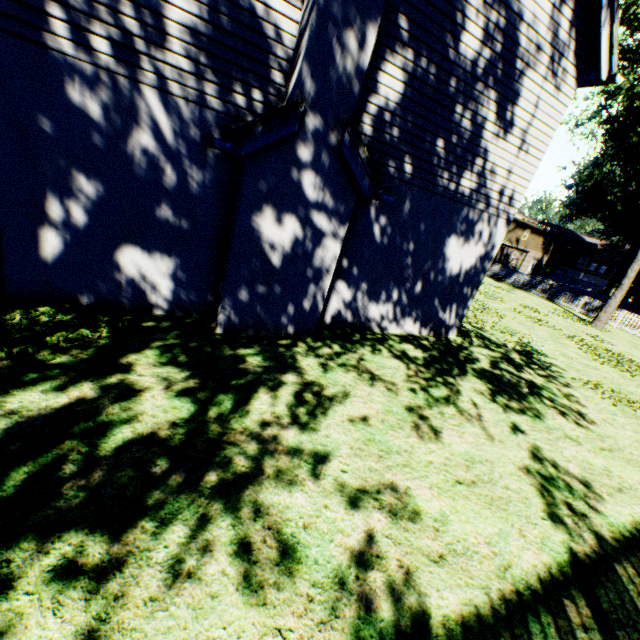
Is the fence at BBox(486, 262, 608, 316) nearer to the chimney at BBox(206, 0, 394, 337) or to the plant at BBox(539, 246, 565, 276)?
the plant at BBox(539, 246, 565, 276)

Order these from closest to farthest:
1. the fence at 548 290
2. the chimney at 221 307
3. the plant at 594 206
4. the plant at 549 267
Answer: the chimney at 221 307
the plant at 594 206
the fence at 548 290
the plant at 549 267

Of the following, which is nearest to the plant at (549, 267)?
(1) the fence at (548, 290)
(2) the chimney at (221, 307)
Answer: (1) the fence at (548, 290)

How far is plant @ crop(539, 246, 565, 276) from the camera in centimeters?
5209cm

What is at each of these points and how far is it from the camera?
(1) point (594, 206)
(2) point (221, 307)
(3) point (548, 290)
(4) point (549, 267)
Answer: (1) plant, 42.1 meters
(2) chimney, 5.8 meters
(3) fence, 25.8 meters
(4) plant, 52.8 meters

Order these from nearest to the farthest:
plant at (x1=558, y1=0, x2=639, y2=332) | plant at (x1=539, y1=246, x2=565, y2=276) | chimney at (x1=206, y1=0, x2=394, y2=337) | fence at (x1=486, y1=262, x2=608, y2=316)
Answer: chimney at (x1=206, y1=0, x2=394, y2=337)
plant at (x1=558, y1=0, x2=639, y2=332)
fence at (x1=486, y1=262, x2=608, y2=316)
plant at (x1=539, y1=246, x2=565, y2=276)
